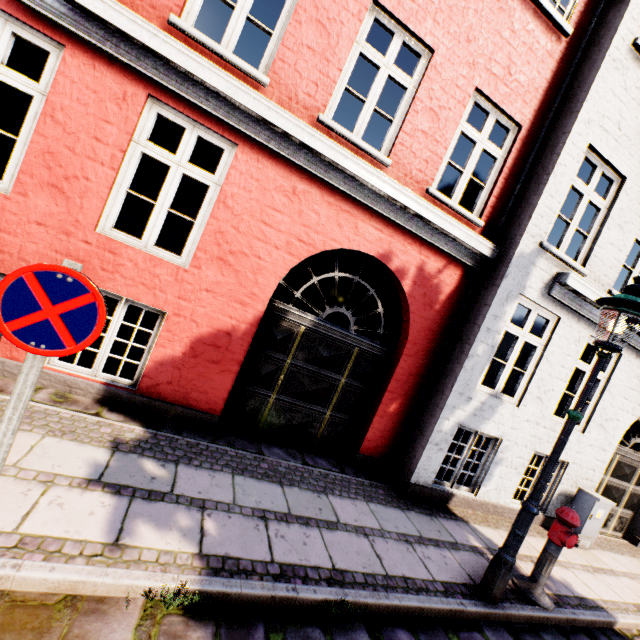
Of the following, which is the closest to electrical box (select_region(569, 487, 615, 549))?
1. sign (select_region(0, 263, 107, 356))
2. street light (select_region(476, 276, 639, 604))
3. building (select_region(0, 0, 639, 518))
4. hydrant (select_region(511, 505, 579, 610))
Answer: hydrant (select_region(511, 505, 579, 610))

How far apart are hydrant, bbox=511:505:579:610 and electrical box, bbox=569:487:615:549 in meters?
2.7 m

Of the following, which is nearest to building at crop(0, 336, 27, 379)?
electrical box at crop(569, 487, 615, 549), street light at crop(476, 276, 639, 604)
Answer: street light at crop(476, 276, 639, 604)

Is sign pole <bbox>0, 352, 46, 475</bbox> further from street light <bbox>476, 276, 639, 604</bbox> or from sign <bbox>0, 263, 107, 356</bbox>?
street light <bbox>476, 276, 639, 604</bbox>

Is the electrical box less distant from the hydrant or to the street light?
the hydrant

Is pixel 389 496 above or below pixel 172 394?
below

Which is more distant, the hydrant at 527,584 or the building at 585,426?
the building at 585,426

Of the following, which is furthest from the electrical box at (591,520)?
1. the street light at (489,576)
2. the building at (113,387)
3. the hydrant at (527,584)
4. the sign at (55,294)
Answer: the building at (113,387)
